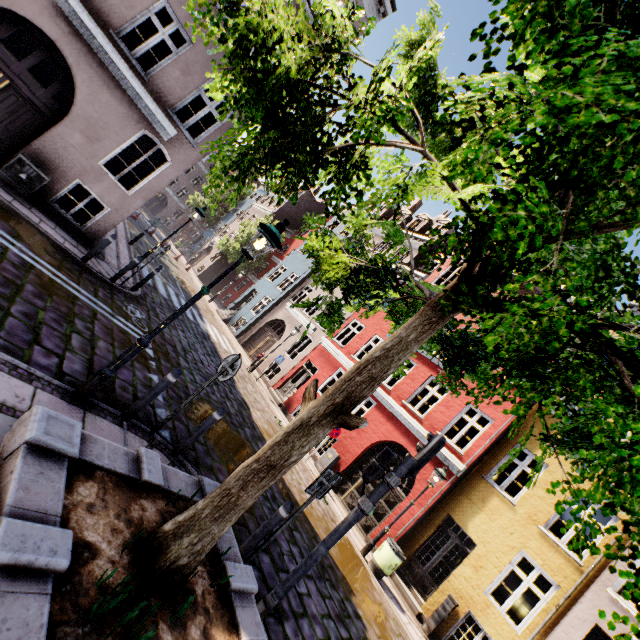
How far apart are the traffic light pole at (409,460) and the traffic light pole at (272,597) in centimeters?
68cm

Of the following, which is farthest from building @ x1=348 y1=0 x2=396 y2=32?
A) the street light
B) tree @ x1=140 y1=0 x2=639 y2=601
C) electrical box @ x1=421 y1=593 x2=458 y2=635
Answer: electrical box @ x1=421 y1=593 x2=458 y2=635

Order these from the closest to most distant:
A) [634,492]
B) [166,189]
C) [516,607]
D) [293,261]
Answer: [634,492]
[516,607]
[293,261]
[166,189]

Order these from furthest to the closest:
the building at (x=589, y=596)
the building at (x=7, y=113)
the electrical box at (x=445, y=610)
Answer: the electrical box at (x=445, y=610) → the building at (x=589, y=596) → the building at (x=7, y=113)

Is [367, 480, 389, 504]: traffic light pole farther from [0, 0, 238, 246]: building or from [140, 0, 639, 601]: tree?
[0, 0, 238, 246]: building

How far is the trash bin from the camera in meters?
9.5 m

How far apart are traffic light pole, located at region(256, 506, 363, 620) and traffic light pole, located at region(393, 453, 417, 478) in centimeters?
68cm

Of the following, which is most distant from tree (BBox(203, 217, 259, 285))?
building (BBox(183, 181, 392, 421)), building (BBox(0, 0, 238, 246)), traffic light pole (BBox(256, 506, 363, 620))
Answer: building (BBox(0, 0, 238, 246))
